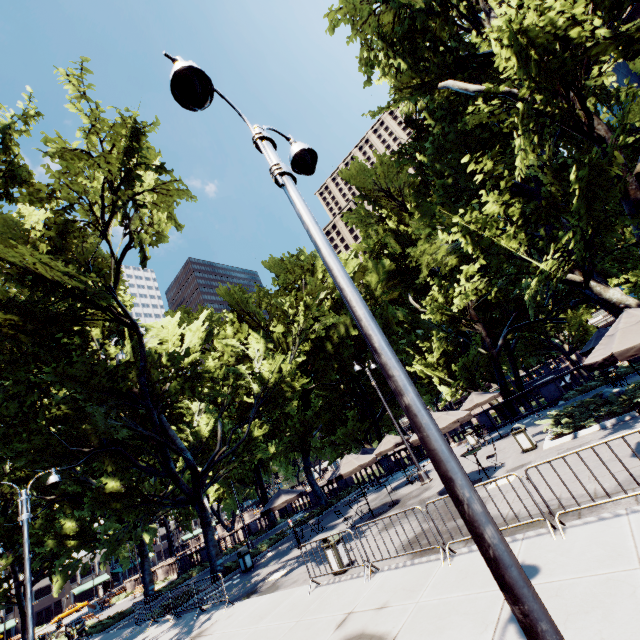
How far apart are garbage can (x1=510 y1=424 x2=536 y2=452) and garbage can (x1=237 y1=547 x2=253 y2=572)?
15.3 meters

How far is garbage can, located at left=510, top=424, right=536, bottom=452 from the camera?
13.1m

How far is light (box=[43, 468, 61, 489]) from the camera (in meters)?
13.01

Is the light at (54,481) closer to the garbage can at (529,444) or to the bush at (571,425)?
the bush at (571,425)

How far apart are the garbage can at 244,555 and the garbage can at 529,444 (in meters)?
15.29

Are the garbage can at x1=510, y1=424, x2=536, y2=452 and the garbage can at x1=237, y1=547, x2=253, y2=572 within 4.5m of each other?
no

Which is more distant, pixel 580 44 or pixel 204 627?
pixel 204 627

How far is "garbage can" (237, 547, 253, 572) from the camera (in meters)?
17.55
